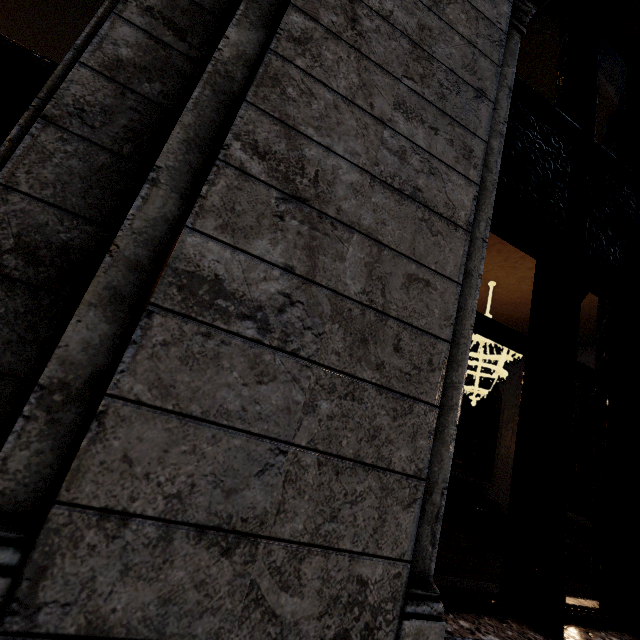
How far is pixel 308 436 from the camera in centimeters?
96cm
